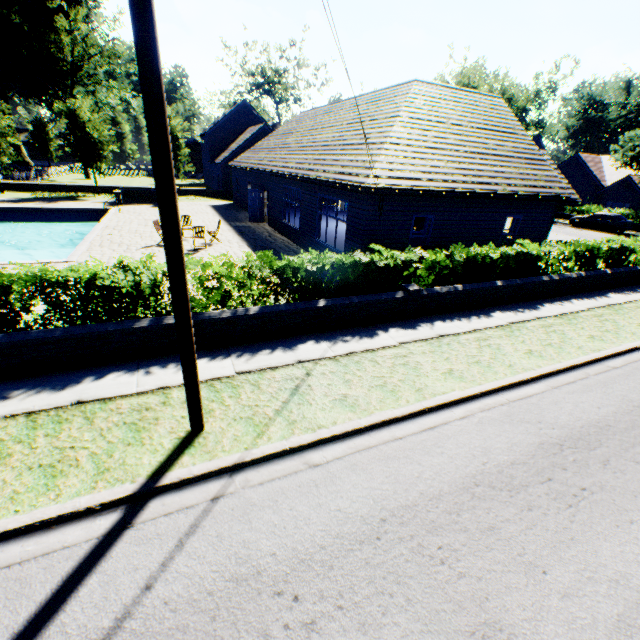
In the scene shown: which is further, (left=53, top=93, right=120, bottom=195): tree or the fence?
the fence

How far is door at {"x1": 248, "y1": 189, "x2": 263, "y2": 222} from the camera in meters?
21.9

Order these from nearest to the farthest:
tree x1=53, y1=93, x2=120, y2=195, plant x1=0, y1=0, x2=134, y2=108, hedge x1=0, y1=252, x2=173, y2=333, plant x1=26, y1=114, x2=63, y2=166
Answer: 1. hedge x1=0, y1=252, x2=173, y2=333
2. tree x1=53, y1=93, x2=120, y2=195
3. plant x1=0, y1=0, x2=134, y2=108
4. plant x1=26, y1=114, x2=63, y2=166

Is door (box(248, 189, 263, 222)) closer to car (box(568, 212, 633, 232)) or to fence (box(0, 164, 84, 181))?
fence (box(0, 164, 84, 181))

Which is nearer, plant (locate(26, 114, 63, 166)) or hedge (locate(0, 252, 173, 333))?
hedge (locate(0, 252, 173, 333))

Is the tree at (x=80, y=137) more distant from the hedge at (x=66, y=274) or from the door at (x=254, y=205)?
the door at (x=254, y=205)

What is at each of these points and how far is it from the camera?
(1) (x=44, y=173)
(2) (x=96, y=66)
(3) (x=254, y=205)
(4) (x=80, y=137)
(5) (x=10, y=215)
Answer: (1) fence, 40.8 meters
(2) plant, 39.5 meters
(3) door, 22.2 meters
(4) tree, 27.8 meters
(5) swimming pool, 22.0 meters

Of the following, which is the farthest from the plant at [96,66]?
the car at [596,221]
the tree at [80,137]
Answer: the car at [596,221]
